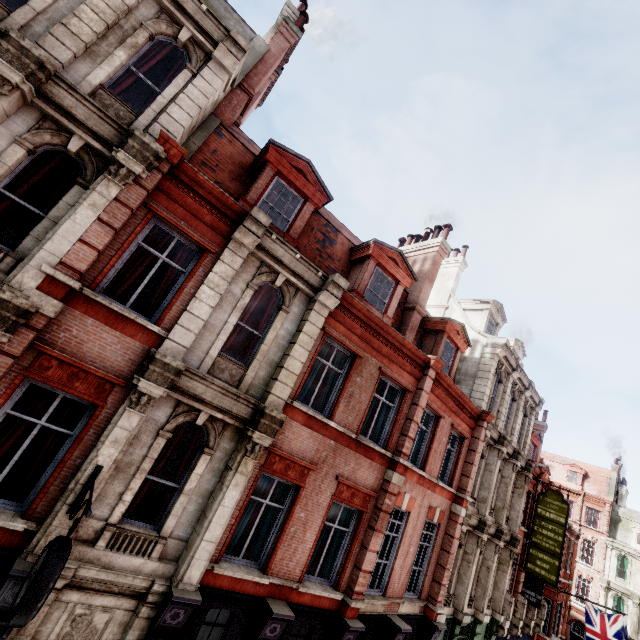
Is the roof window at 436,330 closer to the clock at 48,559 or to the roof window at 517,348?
the roof window at 517,348

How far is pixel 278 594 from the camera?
8.1m

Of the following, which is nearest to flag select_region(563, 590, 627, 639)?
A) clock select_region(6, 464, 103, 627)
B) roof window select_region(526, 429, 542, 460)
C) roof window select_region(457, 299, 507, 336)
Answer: roof window select_region(526, 429, 542, 460)

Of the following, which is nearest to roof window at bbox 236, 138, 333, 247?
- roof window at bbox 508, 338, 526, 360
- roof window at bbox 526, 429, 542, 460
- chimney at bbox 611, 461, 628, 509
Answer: roof window at bbox 508, 338, 526, 360

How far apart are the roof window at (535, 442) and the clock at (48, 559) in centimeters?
2478cm

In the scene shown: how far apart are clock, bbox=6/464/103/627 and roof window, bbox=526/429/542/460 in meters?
24.8

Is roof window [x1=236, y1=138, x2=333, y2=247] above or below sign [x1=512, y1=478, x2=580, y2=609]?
above

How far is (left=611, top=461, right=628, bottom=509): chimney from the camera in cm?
3997
